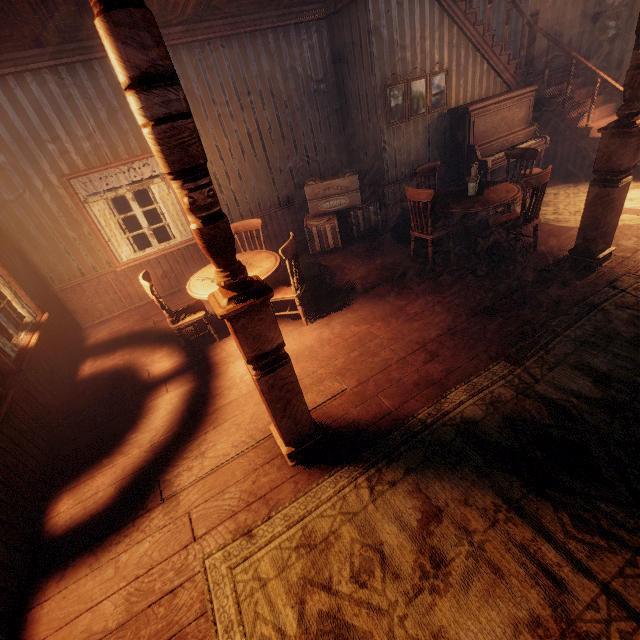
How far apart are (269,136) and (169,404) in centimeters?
534cm

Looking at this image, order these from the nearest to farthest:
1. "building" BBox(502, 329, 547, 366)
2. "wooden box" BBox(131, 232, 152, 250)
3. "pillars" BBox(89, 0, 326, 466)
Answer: "pillars" BBox(89, 0, 326, 466)
"building" BBox(502, 329, 547, 366)
"wooden box" BBox(131, 232, 152, 250)

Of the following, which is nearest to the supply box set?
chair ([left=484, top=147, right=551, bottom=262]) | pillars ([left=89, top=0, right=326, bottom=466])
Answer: chair ([left=484, top=147, right=551, bottom=262])

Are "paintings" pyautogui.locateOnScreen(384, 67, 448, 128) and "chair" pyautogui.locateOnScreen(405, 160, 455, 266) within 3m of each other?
yes

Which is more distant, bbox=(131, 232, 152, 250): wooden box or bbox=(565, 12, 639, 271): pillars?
bbox=(131, 232, 152, 250): wooden box

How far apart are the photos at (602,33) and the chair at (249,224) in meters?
8.3

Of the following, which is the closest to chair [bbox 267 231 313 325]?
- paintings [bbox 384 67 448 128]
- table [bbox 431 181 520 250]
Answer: table [bbox 431 181 520 250]

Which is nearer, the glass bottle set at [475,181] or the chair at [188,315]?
the chair at [188,315]
